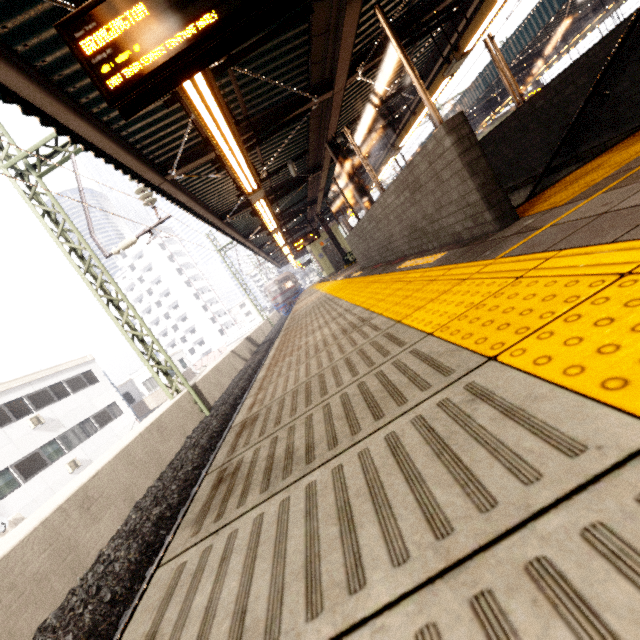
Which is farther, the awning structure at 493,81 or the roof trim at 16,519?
the awning structure at 493,81

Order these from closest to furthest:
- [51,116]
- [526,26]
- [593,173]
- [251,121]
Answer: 1. [593,173]
2. [51,116]
3. [251,121]
4. [526,26]

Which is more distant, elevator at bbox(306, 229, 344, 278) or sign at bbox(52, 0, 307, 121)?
elevator at bbox(306, 229, 344, 278)

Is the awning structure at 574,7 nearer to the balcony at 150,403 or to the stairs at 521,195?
the stairs at 521,195

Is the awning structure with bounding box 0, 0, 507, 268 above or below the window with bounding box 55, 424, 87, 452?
above

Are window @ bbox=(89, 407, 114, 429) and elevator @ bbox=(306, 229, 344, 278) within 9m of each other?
no

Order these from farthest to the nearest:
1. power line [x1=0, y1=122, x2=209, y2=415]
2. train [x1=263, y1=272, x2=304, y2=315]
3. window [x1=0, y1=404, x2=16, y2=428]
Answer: train [x1=263, y1=272, x2=304, y2=315]
window [x1=0, y1=404, x2=16, y2=428]
power line [x1=0, y1=122, x2=209, y2=415]

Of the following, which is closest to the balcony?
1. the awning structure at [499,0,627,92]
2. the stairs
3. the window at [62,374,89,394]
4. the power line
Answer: the window at [62,374,89,394]
